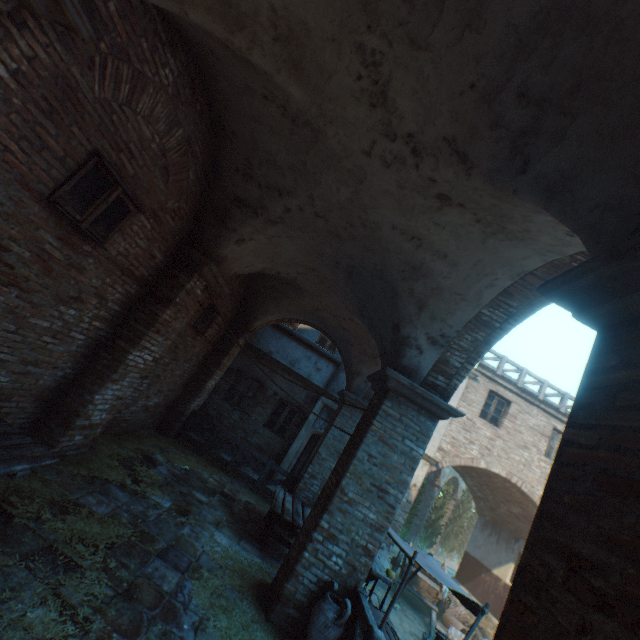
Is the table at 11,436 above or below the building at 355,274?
below

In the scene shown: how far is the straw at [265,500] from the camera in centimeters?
875cm

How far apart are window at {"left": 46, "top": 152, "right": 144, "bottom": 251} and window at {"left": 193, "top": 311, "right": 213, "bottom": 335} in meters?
4.0 m

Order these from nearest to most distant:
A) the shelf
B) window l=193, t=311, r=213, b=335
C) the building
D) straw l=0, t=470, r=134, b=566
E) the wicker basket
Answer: the building < straw l=0, t=470, r=134, b=566 < the shelf < window l=193, t=311, r=213, b=335 < the wicker basket

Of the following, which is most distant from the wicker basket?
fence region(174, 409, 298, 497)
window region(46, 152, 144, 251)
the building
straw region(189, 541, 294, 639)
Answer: window region(46, 152, 144, 251)

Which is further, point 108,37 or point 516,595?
point 108,37

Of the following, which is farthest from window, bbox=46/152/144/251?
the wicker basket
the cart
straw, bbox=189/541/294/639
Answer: the wicker basket

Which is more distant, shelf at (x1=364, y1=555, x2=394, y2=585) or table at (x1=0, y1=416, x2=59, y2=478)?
shelf at (x1=364, y1=555, x2=394, y2=585)
